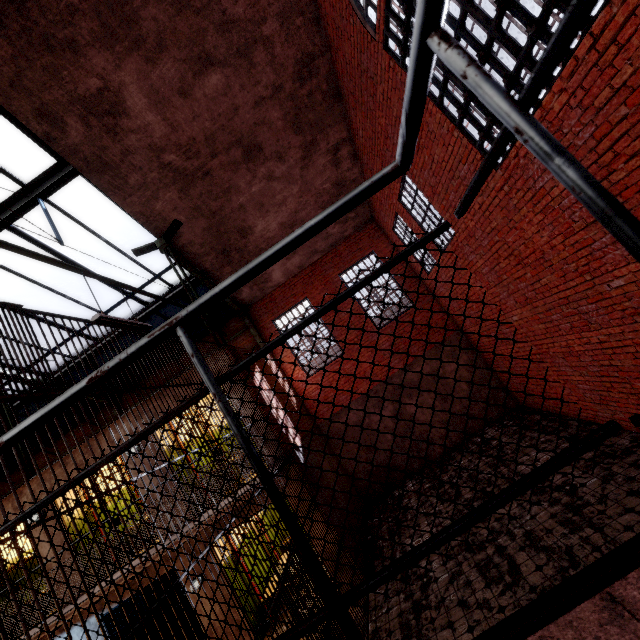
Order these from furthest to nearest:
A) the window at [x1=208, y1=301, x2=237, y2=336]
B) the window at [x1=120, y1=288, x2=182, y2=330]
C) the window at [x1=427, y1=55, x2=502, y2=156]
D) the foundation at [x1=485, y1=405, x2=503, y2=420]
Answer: the window at [x1=208, y1=301, x2=237, y2=336]
the foundation at [x1=485, y1=405, x2=503, y2=420]
the window at [x1=120, y1=288, x2=182, y2=330]
the window at [x1=427, y1=55, x2=502, y2=156]

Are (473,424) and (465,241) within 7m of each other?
yes

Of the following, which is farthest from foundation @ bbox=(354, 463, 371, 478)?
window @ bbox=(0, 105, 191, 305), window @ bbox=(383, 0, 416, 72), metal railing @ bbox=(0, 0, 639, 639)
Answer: window @ bbox=(383, 0, 416, 72)

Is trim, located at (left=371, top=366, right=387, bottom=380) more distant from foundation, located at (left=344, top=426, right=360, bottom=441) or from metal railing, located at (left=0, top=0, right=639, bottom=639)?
metal railing, located at (left=0, top=0, right=639, bottom=639)

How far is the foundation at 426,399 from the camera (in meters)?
10.70

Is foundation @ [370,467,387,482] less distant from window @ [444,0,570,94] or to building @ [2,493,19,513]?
building @ [2,493,19,513]

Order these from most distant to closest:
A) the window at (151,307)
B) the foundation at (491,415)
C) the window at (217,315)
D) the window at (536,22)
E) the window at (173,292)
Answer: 1. the window at (217,315)
2. the foundation at (491,415)
3. the window at (151,307)
4. the window at (173,292)
5. the window at (536,22)

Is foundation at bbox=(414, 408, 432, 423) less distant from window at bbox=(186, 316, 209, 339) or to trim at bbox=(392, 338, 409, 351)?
trim at bbox=(392, 338, 409, 351)
